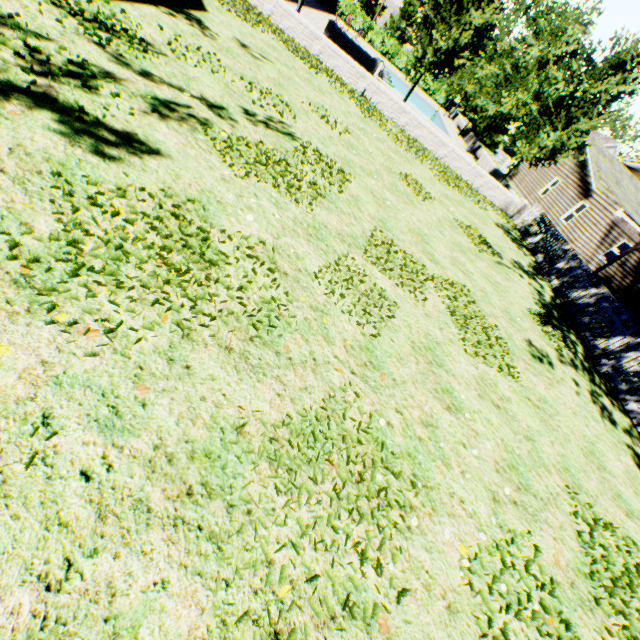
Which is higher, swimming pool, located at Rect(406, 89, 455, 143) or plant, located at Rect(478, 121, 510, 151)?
plant, located at Rect(478, 121, 510, 151)

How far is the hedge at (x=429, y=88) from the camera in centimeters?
3903cm

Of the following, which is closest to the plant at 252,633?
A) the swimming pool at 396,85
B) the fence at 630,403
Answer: the fence at 630,403

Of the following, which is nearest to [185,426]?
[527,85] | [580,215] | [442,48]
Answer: [442,48]

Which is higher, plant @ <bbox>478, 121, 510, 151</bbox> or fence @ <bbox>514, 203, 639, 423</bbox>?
plant @ <bbox>478, 121, 510, 151</bbox>

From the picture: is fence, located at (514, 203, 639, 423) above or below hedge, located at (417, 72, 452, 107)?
below

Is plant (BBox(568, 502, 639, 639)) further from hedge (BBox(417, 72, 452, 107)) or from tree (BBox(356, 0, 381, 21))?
hedge (BBox(417, 72, 452, 107))

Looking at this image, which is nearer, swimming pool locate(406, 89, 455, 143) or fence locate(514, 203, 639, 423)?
fence locate(514, 203, 639, 423)
